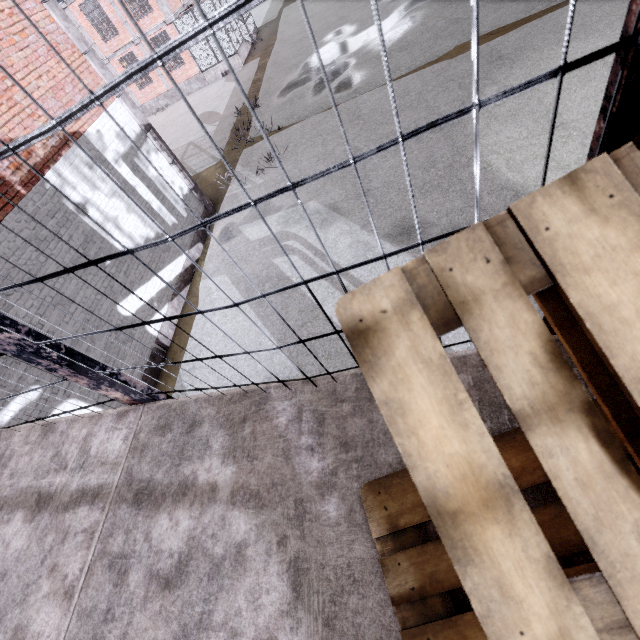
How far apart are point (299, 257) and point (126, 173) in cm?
511

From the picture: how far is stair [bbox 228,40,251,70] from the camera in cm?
2266

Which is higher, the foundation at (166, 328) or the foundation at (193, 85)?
the foundation at (193, 85)

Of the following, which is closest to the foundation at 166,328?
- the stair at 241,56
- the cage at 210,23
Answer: the cage at 210,23

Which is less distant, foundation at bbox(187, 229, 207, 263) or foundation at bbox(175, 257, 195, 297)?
foundation at bbox(175, 257, 195, 297)

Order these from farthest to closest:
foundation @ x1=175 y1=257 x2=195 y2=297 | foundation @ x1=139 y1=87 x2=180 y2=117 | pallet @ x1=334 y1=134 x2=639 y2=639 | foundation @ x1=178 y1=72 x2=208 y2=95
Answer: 1. foundation @ x1=139 y1=87 x2=180 y2=117
2. foundation @ x1=178 y1=72 x2=208 y2=95
3. foundation @ x1=175 y1=257 x2=195 y2=297
4. pallet @ x1=334 y1=134 x2=639 y2=639

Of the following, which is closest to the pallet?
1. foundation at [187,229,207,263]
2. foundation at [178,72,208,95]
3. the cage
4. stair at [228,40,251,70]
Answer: the cage
